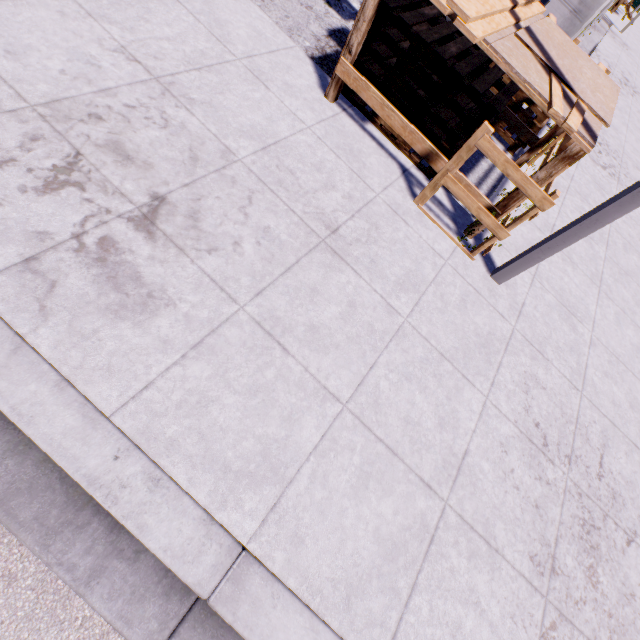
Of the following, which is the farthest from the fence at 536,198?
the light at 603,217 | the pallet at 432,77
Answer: the pallet at 432,77

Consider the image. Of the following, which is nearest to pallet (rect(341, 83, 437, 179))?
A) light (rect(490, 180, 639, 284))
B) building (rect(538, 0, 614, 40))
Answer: light (rect(490, 180, 639, 284))

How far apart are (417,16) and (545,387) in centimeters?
490cm

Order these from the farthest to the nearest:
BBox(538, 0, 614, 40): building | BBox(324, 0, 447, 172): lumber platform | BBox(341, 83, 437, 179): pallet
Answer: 1. BBox(538, 0, 614, 40): building
2. BBox(341, 83, 437, 179): pallet
3. BBox(324, 0, 447, 172): lumber platform

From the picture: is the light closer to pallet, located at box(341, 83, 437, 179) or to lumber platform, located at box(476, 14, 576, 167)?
lumber platform, located at box(476, 14, 576, 167)

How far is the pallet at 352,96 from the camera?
4.6m

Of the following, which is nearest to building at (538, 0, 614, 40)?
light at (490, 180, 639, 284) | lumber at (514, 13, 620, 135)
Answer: light at (490, 180, 639, 284)

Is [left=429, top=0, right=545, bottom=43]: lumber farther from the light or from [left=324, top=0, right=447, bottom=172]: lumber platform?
the light
